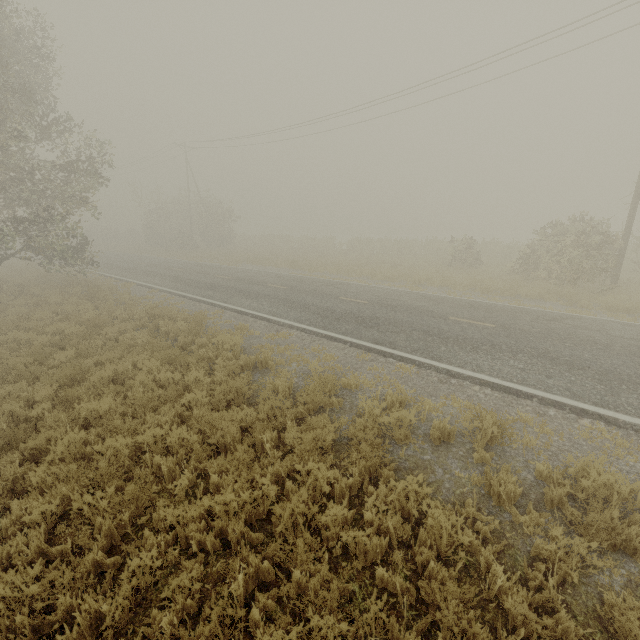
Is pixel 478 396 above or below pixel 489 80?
below
